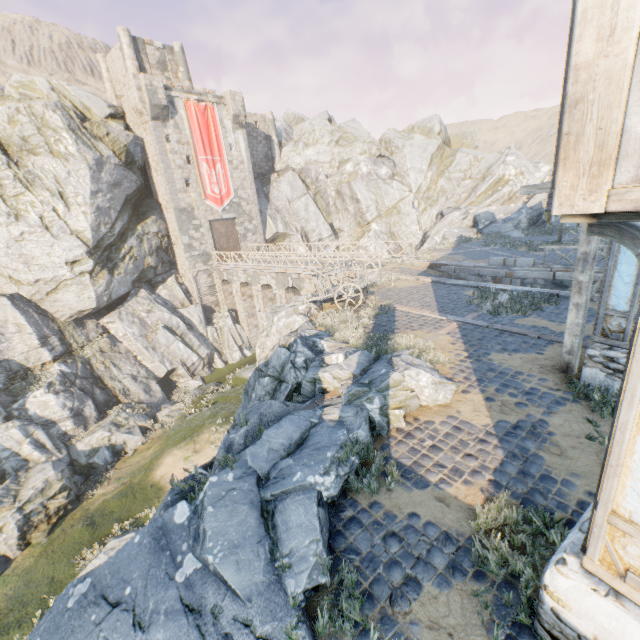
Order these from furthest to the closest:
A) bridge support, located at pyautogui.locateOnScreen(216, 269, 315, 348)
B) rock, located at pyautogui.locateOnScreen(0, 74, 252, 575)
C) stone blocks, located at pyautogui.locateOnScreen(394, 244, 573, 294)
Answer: bridge support, located at pyautogui.locateOnScreen(216, 269, 315, 348) → rock, located at pyautogui.locateOnScreen(0, 74, 252, 575) → stone blocks, located at pyautogui.locateOnScreen(394, 244, 573, 294)

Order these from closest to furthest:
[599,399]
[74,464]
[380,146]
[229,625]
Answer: [229,625]
[599,399]
[74,464]
[380,146]

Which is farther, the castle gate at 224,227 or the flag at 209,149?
the castle gate at 224,227

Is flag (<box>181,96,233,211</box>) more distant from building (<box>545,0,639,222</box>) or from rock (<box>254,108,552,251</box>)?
rock (<box>254,108,552,251</box>)

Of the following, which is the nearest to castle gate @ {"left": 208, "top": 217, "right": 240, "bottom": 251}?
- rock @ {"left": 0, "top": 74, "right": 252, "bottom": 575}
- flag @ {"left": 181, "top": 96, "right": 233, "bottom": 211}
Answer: flag @ {"left": 181, "top": 96, "right": 233, "bottom": 211}

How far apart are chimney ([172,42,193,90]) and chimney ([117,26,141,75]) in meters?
3.2 m

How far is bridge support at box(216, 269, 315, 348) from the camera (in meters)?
24.33

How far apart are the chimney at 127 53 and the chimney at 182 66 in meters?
3.2
